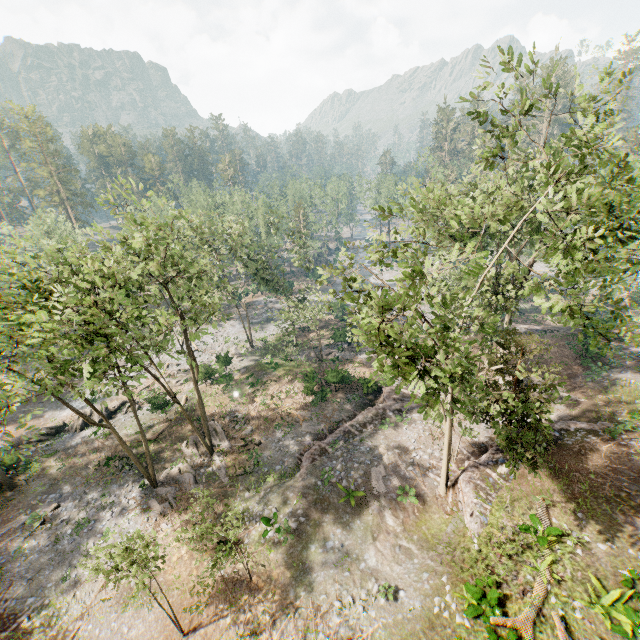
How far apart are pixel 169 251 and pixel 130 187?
18.3m

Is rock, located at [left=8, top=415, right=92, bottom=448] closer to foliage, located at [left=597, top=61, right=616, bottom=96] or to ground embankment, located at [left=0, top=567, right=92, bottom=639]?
foliage, located at [left=597, top=61, right=616, bottom=96]

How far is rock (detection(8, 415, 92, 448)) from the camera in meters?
29.7 m

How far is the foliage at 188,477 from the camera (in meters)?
15.89

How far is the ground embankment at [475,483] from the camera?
16.4m

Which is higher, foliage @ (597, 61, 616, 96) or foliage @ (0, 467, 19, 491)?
foliage @ (597, 61, 616, 96)

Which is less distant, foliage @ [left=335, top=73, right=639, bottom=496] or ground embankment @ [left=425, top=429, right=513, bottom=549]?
foliage @ [left=335, top=73, right=639, bottom=496]

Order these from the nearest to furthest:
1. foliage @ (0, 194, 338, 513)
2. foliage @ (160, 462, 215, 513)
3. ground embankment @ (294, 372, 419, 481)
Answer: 1. foliage @ (0, 194, 338, 513)
2. foliage @ (160, 462, 215, 513)
3. ground embankment @ (294, 372, 419, 481)
